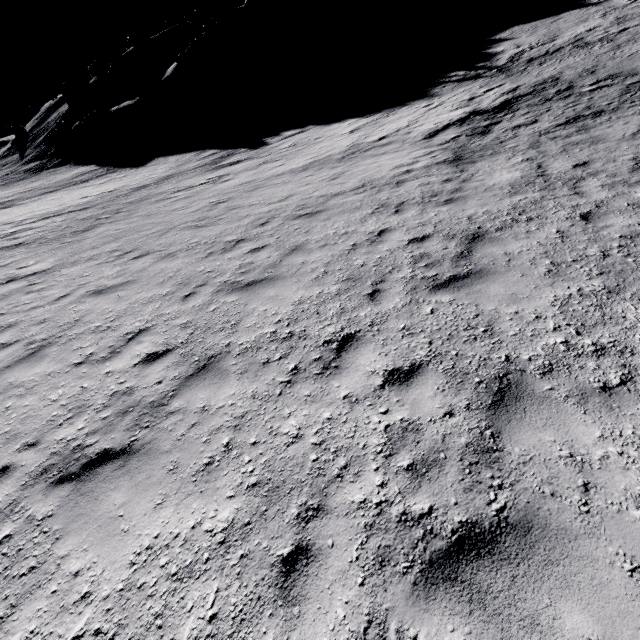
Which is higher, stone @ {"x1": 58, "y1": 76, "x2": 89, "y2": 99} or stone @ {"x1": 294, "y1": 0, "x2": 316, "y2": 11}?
stone @ {"x1": 58, "y1": 76, "x2": 89, "y2": 99}

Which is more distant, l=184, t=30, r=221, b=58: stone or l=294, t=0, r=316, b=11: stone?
l=294, t=0, r=316, b=11: stone

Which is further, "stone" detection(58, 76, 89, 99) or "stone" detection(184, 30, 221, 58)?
"stone" detection(58, 76, 89, 99)

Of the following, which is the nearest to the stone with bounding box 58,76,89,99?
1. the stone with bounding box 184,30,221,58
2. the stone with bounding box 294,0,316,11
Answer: the stone with bounding box 184,30,221,58

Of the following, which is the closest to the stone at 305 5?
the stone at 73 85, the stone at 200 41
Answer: the stone at 200 41

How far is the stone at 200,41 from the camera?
42.2m

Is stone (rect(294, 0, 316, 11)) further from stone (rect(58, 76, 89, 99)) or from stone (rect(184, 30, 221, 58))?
stone (rect(58, 76, 89, 99))

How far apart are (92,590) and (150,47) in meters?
75.9
